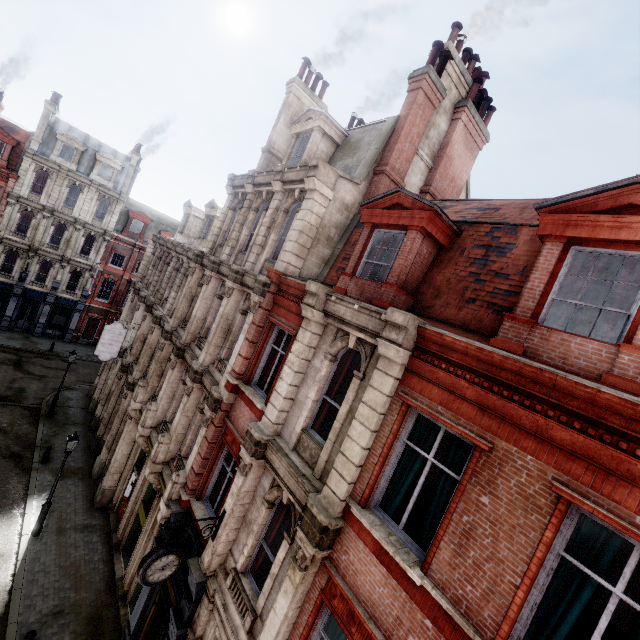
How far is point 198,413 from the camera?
11.96m

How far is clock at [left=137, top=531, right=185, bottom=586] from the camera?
7.4 meters

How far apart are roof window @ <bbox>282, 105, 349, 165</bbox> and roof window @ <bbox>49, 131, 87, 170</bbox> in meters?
28.6

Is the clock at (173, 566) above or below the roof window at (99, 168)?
below

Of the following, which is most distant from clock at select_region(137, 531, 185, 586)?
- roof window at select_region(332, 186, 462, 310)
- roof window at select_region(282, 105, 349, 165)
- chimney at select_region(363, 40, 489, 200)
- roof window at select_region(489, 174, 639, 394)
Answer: roof window at select_region(282, 105, 349, 165)

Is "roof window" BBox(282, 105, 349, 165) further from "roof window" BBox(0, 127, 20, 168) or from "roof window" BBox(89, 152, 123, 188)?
"roof window" BBox(0, 127, 20, 168)

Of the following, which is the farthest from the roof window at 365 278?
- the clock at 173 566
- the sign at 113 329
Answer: the sign at 113 329

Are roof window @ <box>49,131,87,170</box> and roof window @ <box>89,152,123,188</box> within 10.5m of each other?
yes
